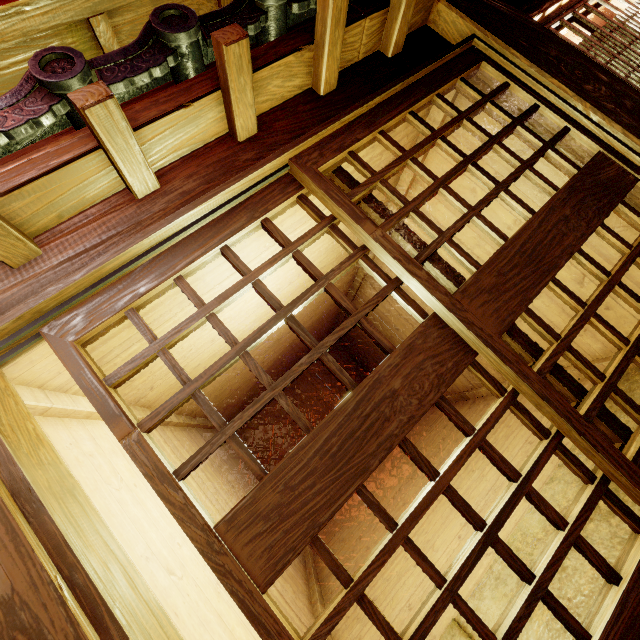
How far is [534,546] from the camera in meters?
4.1 m

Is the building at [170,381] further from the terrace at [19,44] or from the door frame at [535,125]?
the terrace at [19,44]

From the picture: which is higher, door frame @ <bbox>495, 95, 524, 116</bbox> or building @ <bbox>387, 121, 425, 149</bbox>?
building @ <bbox>387, 121, 425, 149</bbox>

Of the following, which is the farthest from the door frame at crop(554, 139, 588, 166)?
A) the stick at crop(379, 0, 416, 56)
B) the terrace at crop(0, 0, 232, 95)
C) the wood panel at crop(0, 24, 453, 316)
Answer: the terrace at crop(0, 0, 232, 95)

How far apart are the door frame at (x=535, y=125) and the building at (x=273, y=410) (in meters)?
13.62

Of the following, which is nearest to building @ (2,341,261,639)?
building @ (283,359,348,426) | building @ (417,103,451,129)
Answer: building @ (417,103,451,129)

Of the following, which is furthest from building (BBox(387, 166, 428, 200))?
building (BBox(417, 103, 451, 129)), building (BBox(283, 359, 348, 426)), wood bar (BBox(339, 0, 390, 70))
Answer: building (BBox(283, 359, 348, 426))

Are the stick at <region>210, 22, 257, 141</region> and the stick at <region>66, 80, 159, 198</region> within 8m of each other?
yes
